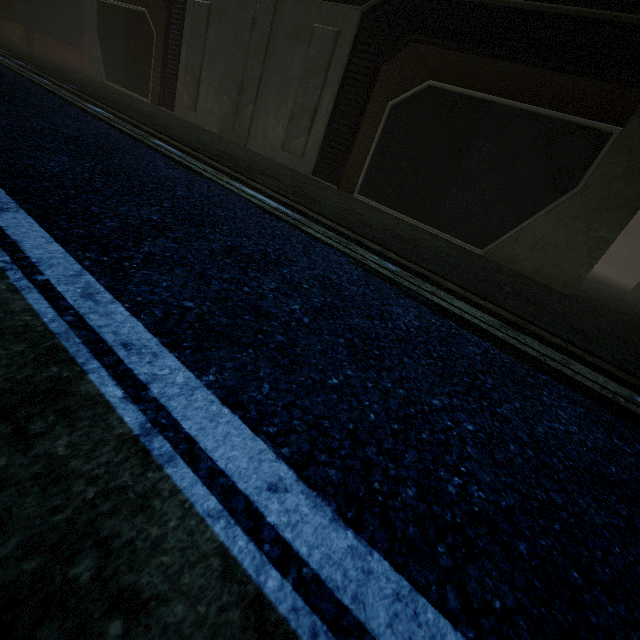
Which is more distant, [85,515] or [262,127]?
[262,127]
